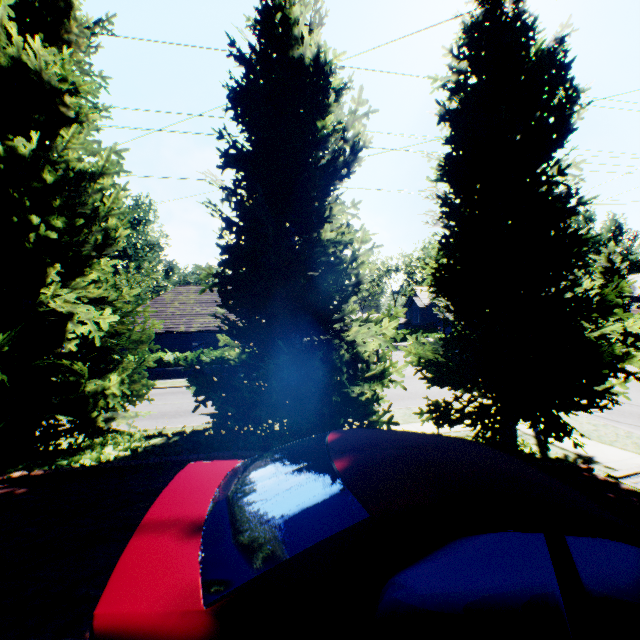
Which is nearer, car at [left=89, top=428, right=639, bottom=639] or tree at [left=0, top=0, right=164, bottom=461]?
car at [left=89, top=428, right=639, bottom=639]

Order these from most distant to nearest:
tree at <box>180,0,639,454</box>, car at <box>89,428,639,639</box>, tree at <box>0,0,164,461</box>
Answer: tree at <box>180,0,639,454</box>, tree at <box>0,0,164,461</box>, car at <box>89,428,639,639</box>

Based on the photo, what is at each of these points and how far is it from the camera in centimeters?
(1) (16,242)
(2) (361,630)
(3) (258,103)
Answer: (1) tree, 557cm
(2) car, 132cm
(3) tree, 608cm

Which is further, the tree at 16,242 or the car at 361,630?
the tree at 16,242

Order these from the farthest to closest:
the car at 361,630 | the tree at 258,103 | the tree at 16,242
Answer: the tree at 258,103 < the tree at 16,242 < the car at 361,630

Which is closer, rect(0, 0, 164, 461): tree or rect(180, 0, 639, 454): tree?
rect(0, 0, 164, 461): tree
